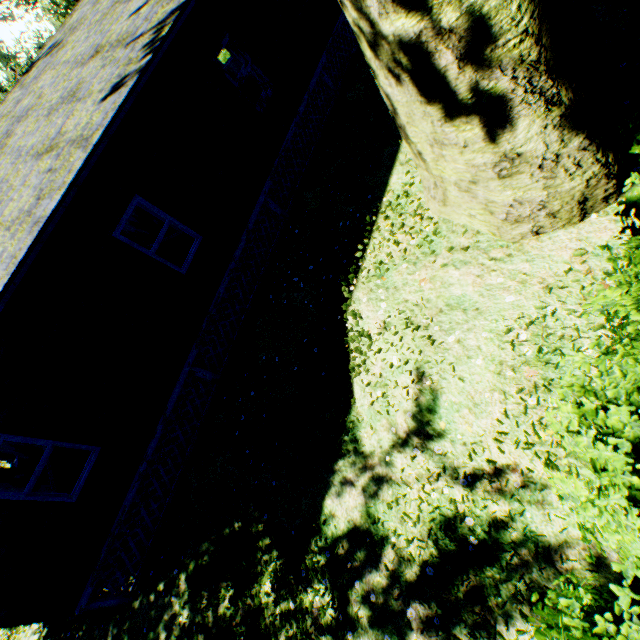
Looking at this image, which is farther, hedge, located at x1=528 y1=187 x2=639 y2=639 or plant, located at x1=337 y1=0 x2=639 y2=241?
plant, located at x1=337 y1=0 x2=639 y2=241

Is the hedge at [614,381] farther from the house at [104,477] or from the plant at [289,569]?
the house at [104,477]

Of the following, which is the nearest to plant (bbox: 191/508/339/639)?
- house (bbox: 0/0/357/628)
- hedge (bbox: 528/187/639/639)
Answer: hedge (bbox: 528/187/639/639)

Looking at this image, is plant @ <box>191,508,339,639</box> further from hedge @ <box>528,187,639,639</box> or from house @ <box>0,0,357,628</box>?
house @ <box>0,0,357,628</box>

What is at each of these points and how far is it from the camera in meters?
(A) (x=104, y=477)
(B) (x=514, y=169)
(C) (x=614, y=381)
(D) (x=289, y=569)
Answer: (A) house, 6.5
(B) plant, 3.5
(C) hedge, 1.9
(D) plant, 4.7
